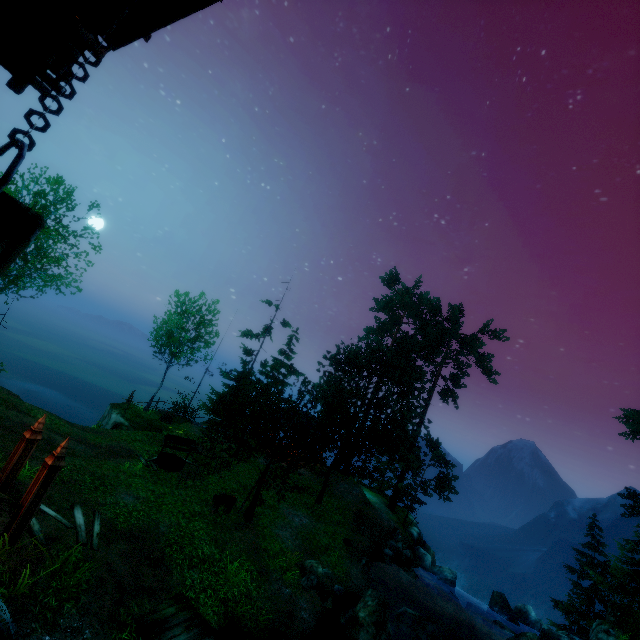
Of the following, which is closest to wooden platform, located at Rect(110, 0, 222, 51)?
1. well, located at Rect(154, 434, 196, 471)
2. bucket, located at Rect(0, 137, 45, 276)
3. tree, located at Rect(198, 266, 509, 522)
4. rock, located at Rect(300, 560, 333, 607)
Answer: bucket, located at Rect(0, 137, 45, 276)

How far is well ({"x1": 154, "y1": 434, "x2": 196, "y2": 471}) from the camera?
17.5 meters

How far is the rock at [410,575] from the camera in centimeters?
2006cm

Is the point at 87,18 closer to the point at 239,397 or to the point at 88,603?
the point at 88,603

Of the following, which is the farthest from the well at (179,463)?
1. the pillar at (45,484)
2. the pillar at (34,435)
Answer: the pillar at (45,484)

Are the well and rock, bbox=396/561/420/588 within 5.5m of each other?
no

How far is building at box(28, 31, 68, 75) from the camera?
5.49m

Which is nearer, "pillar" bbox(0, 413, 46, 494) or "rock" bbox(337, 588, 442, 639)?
"pillar" bbox(0, 413, 46, 494)
